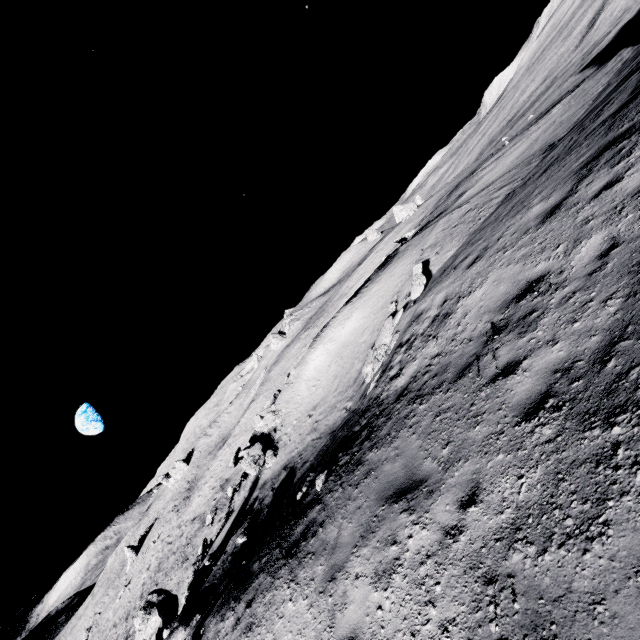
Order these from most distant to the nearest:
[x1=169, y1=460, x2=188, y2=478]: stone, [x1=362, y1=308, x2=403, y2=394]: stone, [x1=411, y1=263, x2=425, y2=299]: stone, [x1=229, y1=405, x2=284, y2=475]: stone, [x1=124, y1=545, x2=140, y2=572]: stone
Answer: [x1=169, y1=460, x2=188, y2=478]: stone < [x1=124, y1=545, x2=140, y2=572]: stone < [x1=229, y1=405, x2=284, y2=475]: stone < [x1=411, y1=263, x2=425, y2=299]: stone < [x1=362, y1=308, x2=403, y2=394]: stone

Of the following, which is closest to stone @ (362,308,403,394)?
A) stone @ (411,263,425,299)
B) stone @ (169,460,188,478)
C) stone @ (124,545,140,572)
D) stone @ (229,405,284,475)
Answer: stone @ (411,263,425,299)

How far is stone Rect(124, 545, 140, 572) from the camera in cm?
4828

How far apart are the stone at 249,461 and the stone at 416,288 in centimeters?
1239cm

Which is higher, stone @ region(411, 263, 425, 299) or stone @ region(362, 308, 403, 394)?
stone @ region(411, 263, 425, 299)

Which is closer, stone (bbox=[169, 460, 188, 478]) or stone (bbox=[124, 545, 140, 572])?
stone (bbox=[124, 545, 140, 572])

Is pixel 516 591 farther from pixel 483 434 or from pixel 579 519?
pixel 483 434

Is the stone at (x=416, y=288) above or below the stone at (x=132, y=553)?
above
